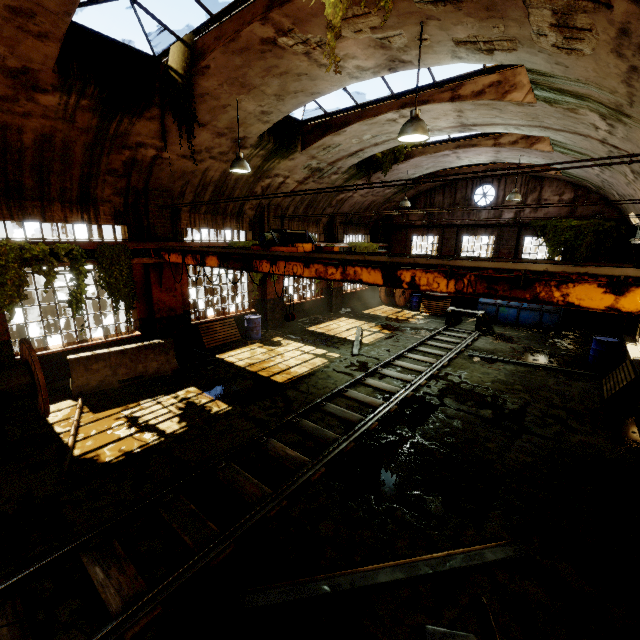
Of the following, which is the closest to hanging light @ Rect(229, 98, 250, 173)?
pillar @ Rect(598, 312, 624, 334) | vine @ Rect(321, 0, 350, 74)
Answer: vine @ Rect(321, 0, 350, 74)

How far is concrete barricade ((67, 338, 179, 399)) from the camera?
8.5m

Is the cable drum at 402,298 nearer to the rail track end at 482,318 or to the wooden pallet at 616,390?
the rail track end at 482,318

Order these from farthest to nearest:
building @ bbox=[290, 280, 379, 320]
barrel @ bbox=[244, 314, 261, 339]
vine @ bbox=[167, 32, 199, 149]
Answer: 1. building @ bbox=[290, 280, 379, 320]
2. barrel @ bbox=[244, 314, 261, 339]
3. vine @ bbox=[167, 32, 199, 149]

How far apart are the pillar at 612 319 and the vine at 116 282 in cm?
2010

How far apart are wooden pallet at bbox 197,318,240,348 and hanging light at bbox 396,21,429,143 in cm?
969

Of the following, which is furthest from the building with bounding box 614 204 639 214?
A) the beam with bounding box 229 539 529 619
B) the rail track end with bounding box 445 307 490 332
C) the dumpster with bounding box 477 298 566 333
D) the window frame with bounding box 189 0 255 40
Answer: the rail track end with bounding box 445 307 490 332

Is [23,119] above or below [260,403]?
above
